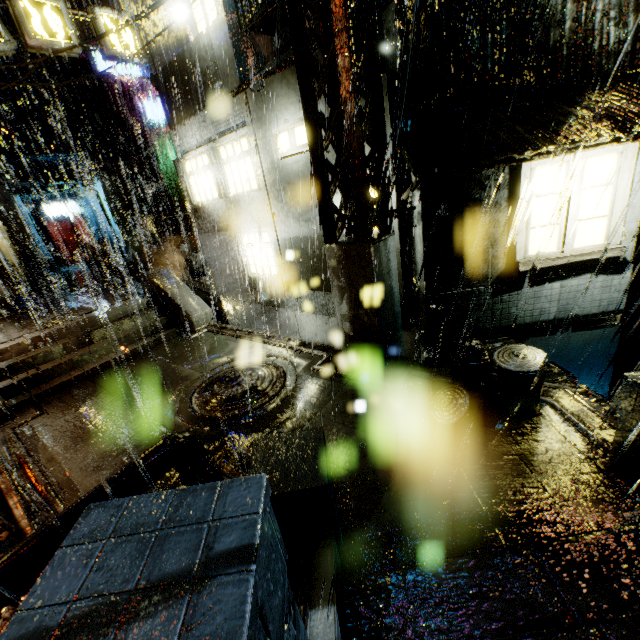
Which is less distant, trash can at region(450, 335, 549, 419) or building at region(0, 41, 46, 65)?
trash can at region(450, 335, 549, 419)

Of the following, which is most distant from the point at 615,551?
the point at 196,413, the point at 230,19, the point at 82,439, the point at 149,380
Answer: the point at 230,19

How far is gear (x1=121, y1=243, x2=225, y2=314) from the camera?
17.6m

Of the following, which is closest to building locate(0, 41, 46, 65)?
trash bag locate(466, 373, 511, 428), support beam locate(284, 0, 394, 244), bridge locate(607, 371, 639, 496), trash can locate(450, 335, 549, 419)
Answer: bridge locate(607, 371, 639, 496)

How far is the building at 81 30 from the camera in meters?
22.4 m

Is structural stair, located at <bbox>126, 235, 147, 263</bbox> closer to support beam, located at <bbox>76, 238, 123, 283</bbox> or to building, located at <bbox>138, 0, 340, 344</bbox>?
building, located at <bbox>138, 0, 340, 344</bbox>

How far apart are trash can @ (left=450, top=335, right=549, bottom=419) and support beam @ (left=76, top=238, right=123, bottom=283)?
17.45m

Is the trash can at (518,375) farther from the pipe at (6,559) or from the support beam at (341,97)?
the pipe at (6,559)
